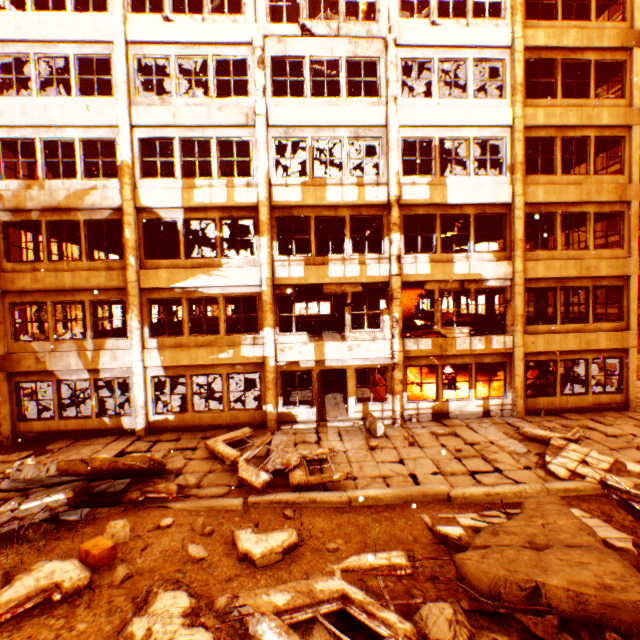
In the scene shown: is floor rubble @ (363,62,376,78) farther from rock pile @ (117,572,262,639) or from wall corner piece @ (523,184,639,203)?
rock pile @ (117,572,262,639)

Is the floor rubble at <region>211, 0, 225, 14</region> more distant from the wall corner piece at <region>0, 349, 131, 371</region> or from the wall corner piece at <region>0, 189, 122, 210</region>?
the wall corner piece at <region>0, 349, 131, 371</region>

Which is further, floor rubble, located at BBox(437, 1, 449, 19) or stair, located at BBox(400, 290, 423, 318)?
stair, located at BBox(400, 290, 423, 318)

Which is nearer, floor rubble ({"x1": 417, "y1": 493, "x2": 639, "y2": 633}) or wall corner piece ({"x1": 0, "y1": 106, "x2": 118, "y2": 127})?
floor rubble ({"x1": 417, "y1": 493, "x2": 639, "y2": 633})

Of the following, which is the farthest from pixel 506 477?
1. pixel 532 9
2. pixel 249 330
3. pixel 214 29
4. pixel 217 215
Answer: pixel 532 9

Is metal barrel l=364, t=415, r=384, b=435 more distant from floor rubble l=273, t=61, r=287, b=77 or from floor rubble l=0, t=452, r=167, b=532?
floor rubble l=273, t=61, r=287, b=77

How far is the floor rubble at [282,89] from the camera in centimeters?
1447cm

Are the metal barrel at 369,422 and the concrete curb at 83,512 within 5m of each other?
no
